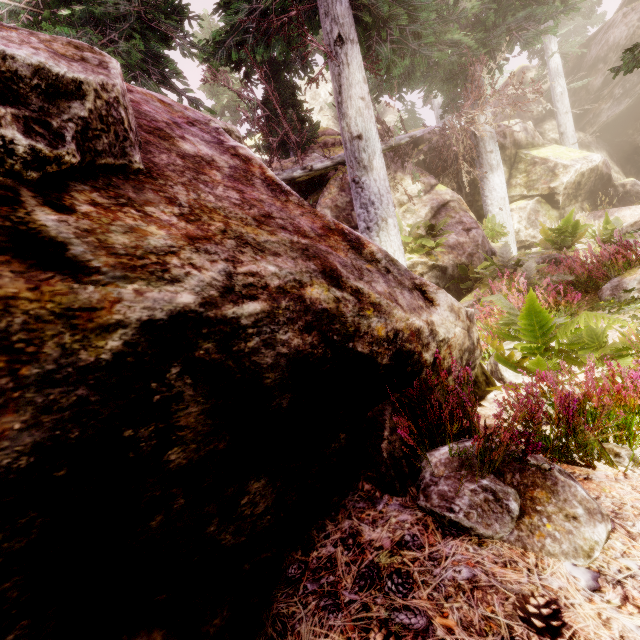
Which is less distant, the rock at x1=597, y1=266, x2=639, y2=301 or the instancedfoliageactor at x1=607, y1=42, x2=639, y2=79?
the instancedfoliageactor at x1=607, y1=42, x2=639, y2=79

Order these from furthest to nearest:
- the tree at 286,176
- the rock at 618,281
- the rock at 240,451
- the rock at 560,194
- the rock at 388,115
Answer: the rock at 388,115, the rock at 560,194, the tree at 286,176, the rock at 618,281, the rock at 240,451

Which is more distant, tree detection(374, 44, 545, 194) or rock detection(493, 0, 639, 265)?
rock detection(493, 0, 639, 265)

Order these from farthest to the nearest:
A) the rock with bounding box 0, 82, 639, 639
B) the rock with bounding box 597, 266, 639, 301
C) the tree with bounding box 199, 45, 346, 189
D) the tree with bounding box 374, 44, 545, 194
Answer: the tree with bounding box 374, 44, 545, 194
the tree with bounding box 199, 45, 346, 189
the rock with bounding box 597, 266, 639, 301
the rock with bounding box 0, 82, 639, 639

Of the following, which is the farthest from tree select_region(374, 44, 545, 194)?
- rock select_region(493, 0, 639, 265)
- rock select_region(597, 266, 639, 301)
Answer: rock select_region(597, 266, 639, 301)

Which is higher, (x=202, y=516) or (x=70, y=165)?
(x=70, y=165)

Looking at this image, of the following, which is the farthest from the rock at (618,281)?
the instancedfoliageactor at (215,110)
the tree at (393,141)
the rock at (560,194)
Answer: the tree at (393,141)

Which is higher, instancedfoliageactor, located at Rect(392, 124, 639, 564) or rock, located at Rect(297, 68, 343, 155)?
rock, located at Rect(297, 68, 343, 155)
